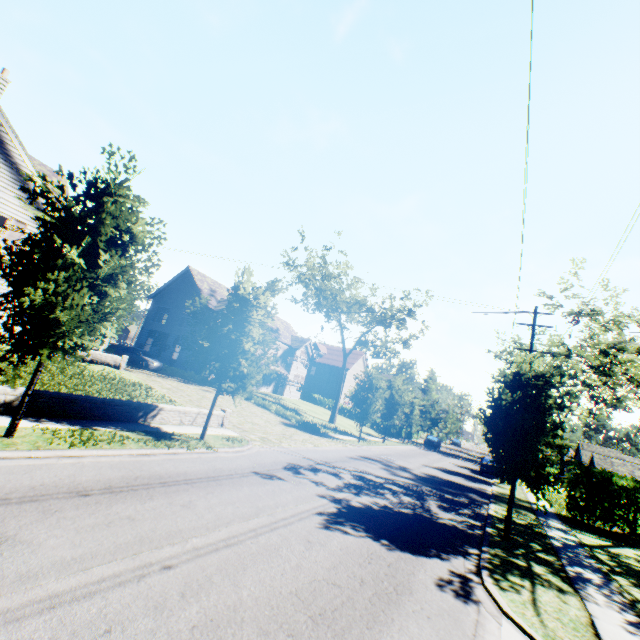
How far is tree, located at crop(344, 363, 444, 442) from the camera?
26.58m

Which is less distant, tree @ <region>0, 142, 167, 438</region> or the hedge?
tree @ <region>0, 142, 167, 438</region>

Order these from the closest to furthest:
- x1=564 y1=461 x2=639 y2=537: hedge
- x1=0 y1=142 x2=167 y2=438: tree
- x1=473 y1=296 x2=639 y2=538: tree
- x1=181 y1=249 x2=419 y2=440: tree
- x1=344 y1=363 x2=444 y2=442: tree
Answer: x1=0 y1=142 x2=167 y2=438: tree → x1=473 y1=296 x2=639 y2=538: tree → x1=181 y1=249 x2=419 y2=440: tree → x1=564 y1=461 x2=639 y2=537: hedge → x1=344 y1=363 x2=444 y2=442: tree

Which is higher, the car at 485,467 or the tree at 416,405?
the tree at 416,405

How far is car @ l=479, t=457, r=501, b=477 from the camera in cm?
2817

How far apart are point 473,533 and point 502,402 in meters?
4.5

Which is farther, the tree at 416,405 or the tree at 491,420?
the tree at 416,405

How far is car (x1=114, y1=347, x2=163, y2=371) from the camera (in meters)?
28.55
